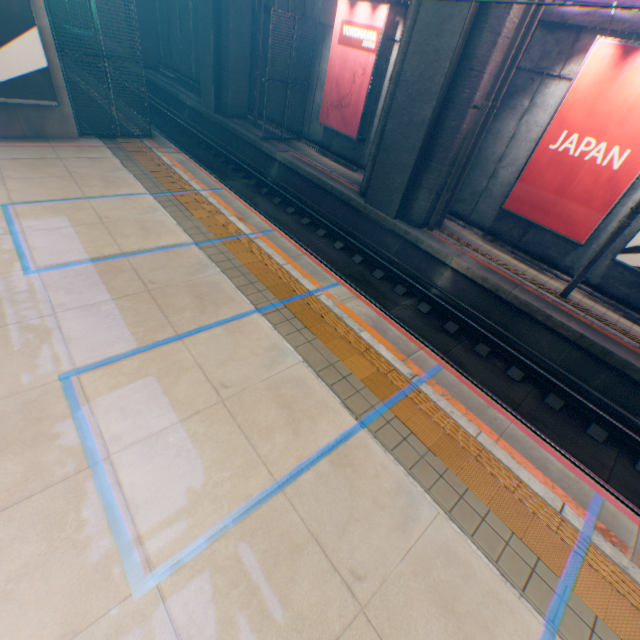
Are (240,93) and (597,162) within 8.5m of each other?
no

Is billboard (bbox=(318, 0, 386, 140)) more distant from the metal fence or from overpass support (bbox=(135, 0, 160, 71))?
overpass support (bbox=(135, 0, 160, 71))

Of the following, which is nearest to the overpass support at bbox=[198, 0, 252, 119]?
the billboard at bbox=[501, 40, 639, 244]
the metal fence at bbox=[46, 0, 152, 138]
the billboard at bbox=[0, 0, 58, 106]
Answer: the metal fence at bbox=[46, 0, 152, 138]

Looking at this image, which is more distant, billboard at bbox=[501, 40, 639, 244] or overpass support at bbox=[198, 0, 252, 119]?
overpass support at bbox=[198, 0, 252, 119]

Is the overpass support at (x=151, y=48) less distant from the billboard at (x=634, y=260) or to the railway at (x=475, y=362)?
the railway at (x=475, y=362)

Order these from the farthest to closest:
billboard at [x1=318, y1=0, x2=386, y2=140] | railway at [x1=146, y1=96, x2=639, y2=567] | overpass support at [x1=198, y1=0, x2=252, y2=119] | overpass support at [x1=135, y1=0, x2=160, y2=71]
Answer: overpass support at [x1=135, y1=0, x2=160, y2=71], overpass support at [x1=198, y1=0, x2=252, y2=119], billboard at [x1=318, y1=0, x2=386, y2=140], railway at [x1=146, y1=96, x2=639, y2=567]
